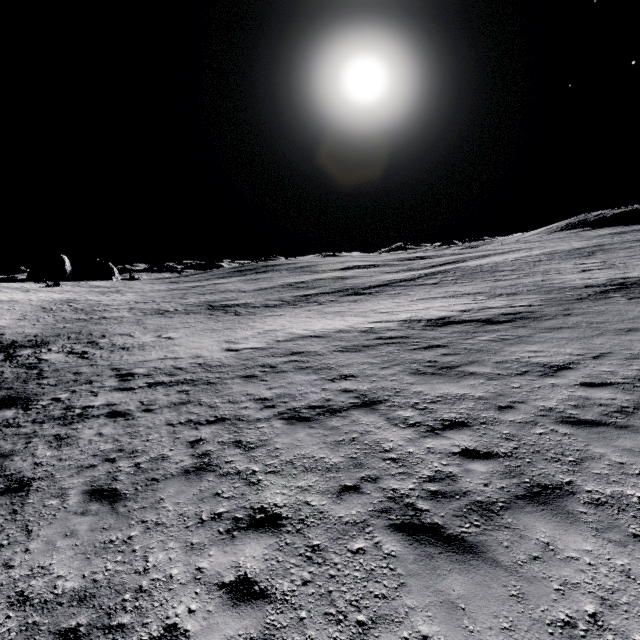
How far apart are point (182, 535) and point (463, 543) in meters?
4.0
